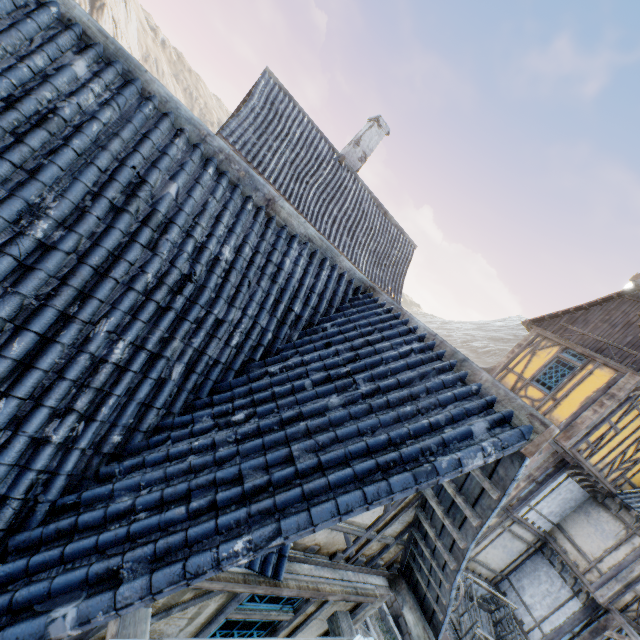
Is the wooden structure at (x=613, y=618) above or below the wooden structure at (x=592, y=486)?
below

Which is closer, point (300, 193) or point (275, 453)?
point (275, 453)

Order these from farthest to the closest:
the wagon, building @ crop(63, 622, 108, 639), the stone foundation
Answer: the stone foundation < the wagon < building @ crop(63, 622, 108, 639)

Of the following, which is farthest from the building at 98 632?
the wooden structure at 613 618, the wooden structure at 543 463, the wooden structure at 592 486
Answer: the wooden structure at 613 618

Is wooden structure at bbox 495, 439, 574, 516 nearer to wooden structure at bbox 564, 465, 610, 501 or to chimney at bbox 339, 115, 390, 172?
wooden structure at bbox 564, 465, 610, 501

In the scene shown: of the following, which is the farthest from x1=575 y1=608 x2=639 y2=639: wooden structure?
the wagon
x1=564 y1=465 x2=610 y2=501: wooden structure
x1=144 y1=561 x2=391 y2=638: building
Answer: x1=144 y1=561 x2=391 y2=638: building

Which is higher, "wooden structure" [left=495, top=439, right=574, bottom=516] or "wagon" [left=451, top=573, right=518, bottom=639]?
"wooden structure" [left=495, top=439, right=574, bottom=516]
